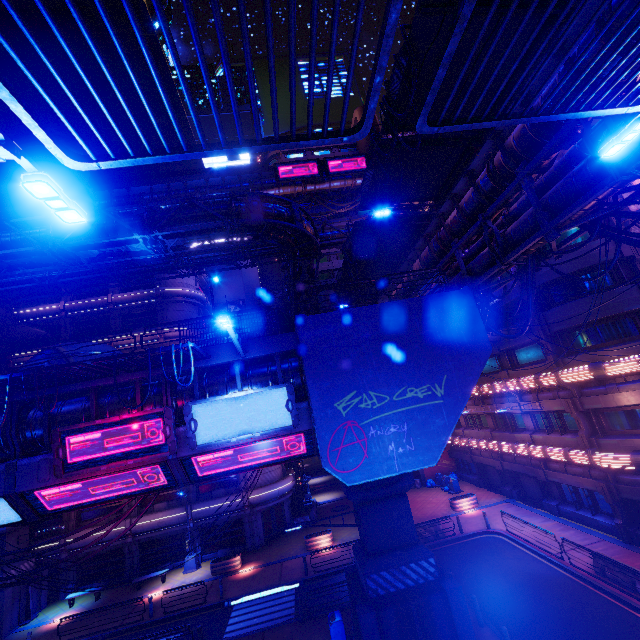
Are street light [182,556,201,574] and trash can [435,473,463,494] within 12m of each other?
no

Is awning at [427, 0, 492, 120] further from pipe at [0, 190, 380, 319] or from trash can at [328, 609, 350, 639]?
trash can at [328, 609, 350, 639]

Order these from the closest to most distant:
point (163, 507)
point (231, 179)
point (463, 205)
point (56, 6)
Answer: point (463, 205)
point (163, 507)
point (56, 6)
point (231, 179)

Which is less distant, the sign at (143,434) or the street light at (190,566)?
the sign at (143,434)

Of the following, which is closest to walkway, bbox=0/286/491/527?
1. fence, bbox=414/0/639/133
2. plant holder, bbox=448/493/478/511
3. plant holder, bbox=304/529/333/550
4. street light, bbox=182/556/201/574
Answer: fence, bbox=414/0/639/133

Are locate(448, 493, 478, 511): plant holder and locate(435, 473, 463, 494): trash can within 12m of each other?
yes

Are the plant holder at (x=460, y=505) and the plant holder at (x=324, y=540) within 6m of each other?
no

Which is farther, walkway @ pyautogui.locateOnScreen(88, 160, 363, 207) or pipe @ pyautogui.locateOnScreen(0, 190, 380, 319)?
walkway @ pyautogui.locateOnScreen(88, 160, 363, 207)
